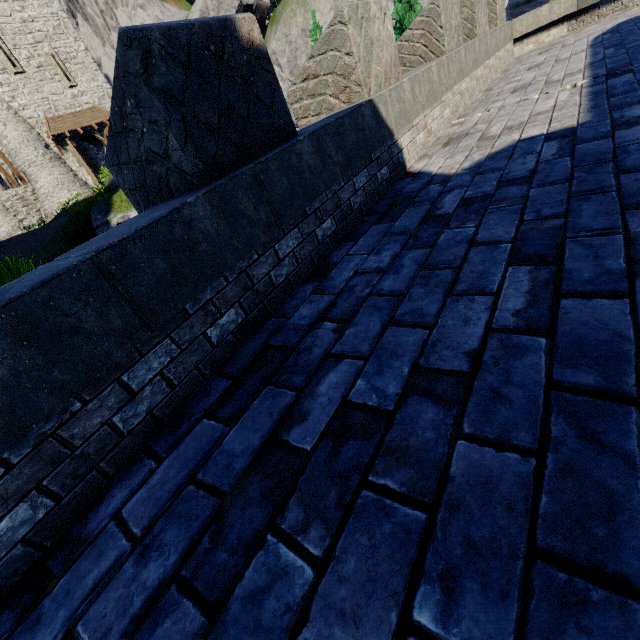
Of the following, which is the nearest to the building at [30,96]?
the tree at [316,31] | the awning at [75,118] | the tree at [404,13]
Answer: the awning at [75,118]

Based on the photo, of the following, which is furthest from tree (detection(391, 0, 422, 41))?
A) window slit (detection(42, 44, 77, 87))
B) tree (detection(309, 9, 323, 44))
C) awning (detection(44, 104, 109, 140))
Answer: window slit (detection(42, 44, 77, 87))

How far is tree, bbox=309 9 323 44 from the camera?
16.17m

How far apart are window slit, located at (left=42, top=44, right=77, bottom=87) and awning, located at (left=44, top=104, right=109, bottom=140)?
1.3m

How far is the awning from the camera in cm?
2525

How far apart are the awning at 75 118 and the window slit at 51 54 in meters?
1.3 m

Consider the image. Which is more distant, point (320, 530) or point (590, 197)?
point (590, 197)

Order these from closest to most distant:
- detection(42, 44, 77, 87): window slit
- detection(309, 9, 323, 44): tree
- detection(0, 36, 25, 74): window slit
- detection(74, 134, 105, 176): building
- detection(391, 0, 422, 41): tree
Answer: detection(391, 0, 422, 41): tree
detection(309, 9, 323, 44): tree
detection(0, 36, 25, 74): window slit
detection(42, 44, 77, 87): window slit
detection(74, 134, 105, 176): building
